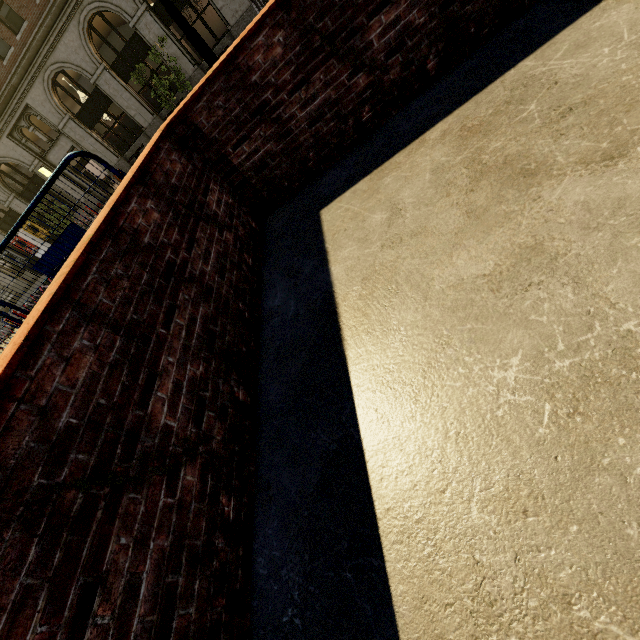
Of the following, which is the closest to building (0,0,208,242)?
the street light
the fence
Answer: the street light

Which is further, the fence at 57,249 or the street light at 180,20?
the street light at 180,20

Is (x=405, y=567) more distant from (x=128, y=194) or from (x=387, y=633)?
(x=128, y=194)

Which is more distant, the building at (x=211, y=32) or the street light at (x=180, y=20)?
the building at (x=211, y=32)

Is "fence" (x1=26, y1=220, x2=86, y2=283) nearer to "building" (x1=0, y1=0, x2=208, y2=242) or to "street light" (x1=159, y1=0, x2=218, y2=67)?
"street light" (x1=159, y1=0, x2=218, y2=67)
